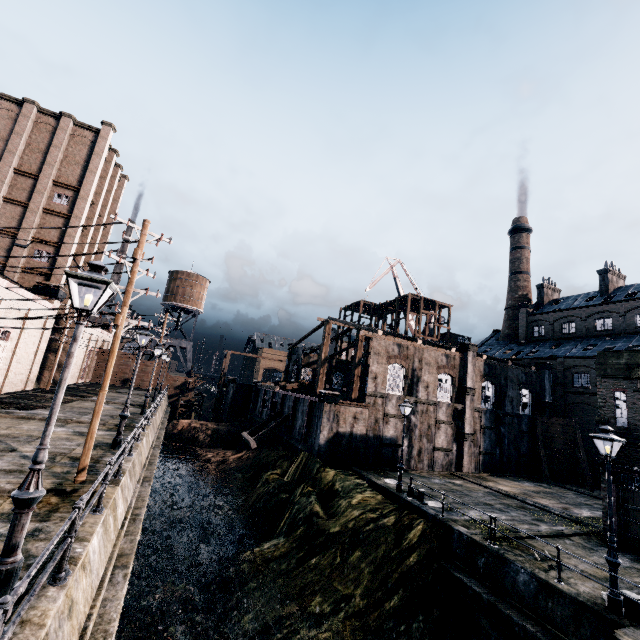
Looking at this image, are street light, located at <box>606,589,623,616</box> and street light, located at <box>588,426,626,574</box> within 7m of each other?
yes

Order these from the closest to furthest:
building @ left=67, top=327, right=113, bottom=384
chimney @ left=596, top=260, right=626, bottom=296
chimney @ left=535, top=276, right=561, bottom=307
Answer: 1. building @ left=67, top=327, right=113, bottom=384
2. chimney @ left=596, top=260, right=626, bottom=296
3. chimney @ left=535, top=276, right=561, bottom=307

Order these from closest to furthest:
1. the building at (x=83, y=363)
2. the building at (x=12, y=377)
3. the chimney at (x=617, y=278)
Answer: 1. the building at (x=12, y=377)
2. the building at (x=83, y=363)
3. the chimney at (x=617, y=278)

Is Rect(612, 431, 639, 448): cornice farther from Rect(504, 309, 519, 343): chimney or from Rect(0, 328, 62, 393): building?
Rect(504, 309, 519, 343): chimney

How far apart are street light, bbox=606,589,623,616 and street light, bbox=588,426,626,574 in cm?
53

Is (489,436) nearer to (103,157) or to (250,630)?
(250,630)

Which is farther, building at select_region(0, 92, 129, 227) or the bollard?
building at select_region(0, 92, 129, 227)

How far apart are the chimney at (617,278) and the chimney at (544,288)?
7.6 meters
